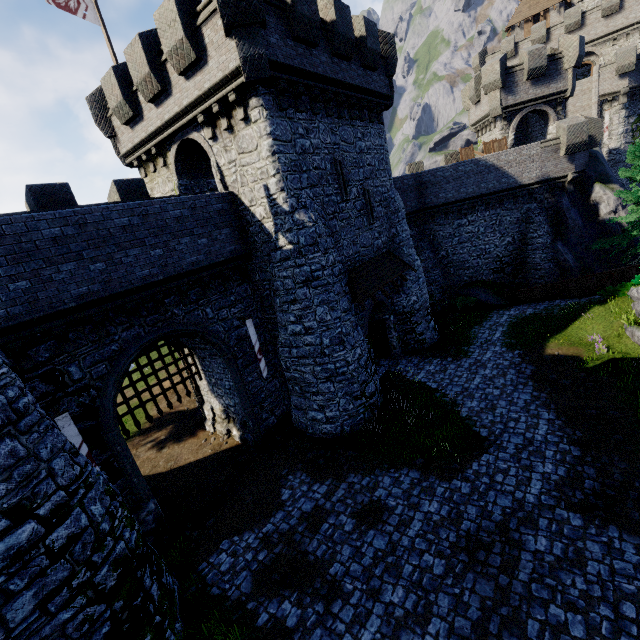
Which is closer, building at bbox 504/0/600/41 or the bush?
the bush

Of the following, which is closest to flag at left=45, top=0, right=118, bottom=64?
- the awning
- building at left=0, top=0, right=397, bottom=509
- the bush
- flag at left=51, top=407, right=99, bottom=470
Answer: building at left=0, top=0, right=397, bottom=509

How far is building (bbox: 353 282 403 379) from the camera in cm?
1647

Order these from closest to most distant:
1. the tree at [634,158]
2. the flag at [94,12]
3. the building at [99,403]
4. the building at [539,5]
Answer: the building at [99,403] → the flag at [94,12] → the tree at [634,158] → the building at [539,5]

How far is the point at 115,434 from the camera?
10.31m

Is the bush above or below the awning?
below

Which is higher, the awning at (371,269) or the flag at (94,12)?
the flag at (94,12)

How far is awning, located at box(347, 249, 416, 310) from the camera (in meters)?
14.70
